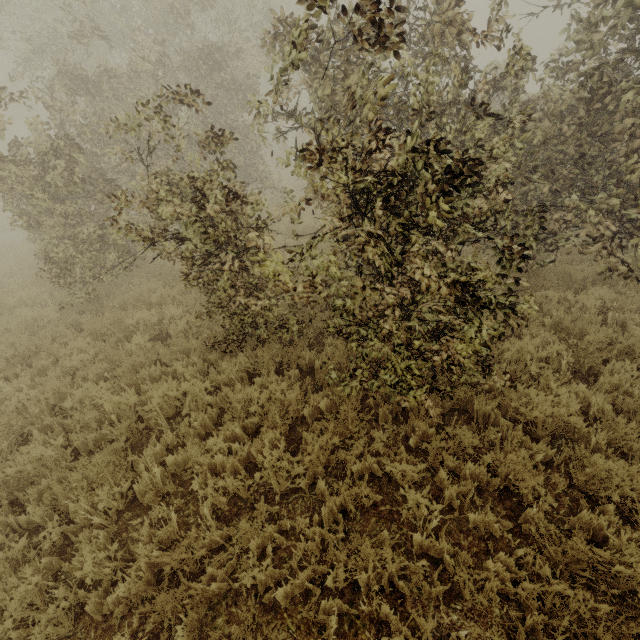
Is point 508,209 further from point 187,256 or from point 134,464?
point 134,464
